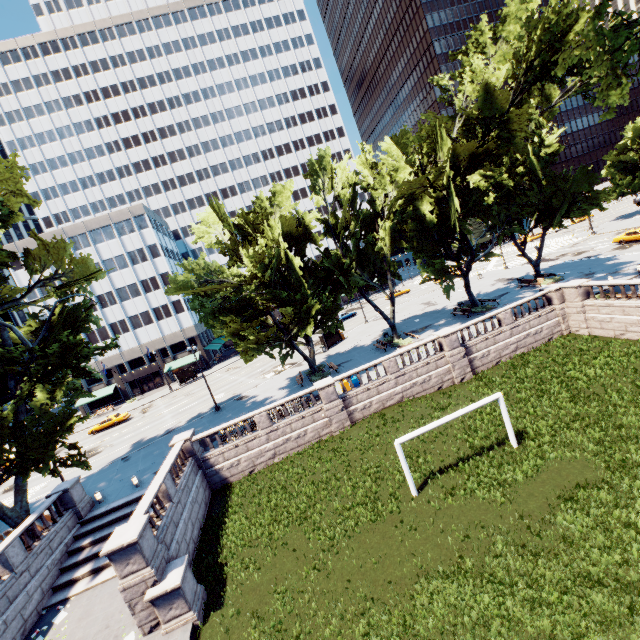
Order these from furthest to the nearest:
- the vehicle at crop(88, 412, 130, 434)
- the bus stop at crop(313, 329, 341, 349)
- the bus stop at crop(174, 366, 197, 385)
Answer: the bus stop at crop(174, 366, 197, 385) < the vehicle at crop(88, 412, 130, 434) < the bus stop at crop(313, 329, 341, 349)

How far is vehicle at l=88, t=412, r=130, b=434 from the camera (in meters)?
43.47

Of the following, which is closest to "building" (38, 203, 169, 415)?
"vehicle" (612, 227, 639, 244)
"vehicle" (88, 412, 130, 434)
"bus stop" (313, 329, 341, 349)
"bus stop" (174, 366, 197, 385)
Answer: "bus stop" (174, 366, 197, 385)

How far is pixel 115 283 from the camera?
58.66m

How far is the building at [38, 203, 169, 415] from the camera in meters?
57.4 m

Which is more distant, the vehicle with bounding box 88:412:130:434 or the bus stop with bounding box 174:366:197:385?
the bus stop with bounding box 174:366:197:385

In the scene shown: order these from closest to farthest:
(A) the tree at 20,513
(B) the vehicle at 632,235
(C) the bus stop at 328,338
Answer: (A) the tree at 20,513 < (B) the vehicle at 632,235 < (C) the bus stop at 328,338

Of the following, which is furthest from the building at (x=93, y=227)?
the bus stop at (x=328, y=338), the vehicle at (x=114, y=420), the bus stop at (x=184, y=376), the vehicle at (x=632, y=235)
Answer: the vehicle at (x=632, y=235)
